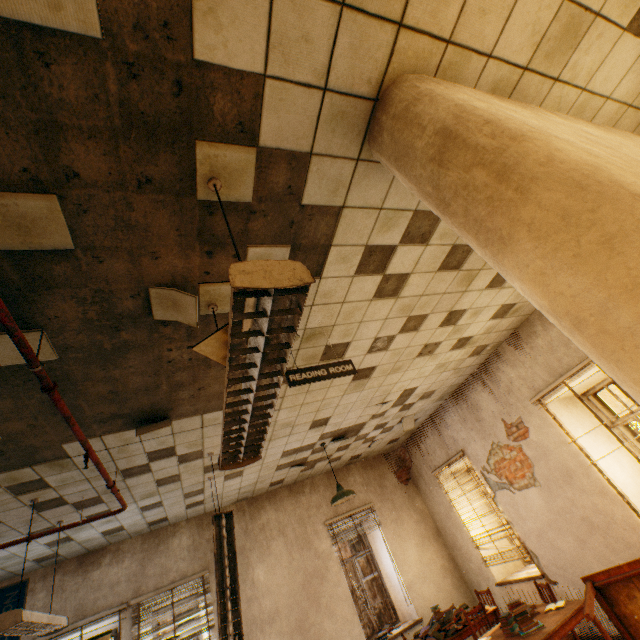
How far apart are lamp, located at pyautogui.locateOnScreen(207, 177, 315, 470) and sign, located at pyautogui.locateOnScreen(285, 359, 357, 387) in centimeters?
61cm

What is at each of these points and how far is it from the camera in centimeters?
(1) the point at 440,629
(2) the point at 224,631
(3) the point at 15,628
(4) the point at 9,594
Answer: (1) book, 515cm
(2) lamp, 352cm
(3) lamp, 318cm
(4) banner, 530cm

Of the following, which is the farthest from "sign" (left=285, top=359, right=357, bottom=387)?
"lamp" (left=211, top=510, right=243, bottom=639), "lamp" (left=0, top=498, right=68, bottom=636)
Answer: "lamp" (left=0, top=498, right=68, bottom=636)

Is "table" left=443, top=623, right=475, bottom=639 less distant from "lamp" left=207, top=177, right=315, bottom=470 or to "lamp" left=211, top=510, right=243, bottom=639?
"lamp" left=211, top=510, right=243, bottom=639

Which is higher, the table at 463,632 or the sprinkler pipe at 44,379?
the sprinkler pipe at 44,379

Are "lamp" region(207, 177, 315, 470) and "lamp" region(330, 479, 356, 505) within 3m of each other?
no

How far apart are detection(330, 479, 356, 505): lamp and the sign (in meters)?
3.52

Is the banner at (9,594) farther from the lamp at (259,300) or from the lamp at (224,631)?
the lamp at (259,300)
